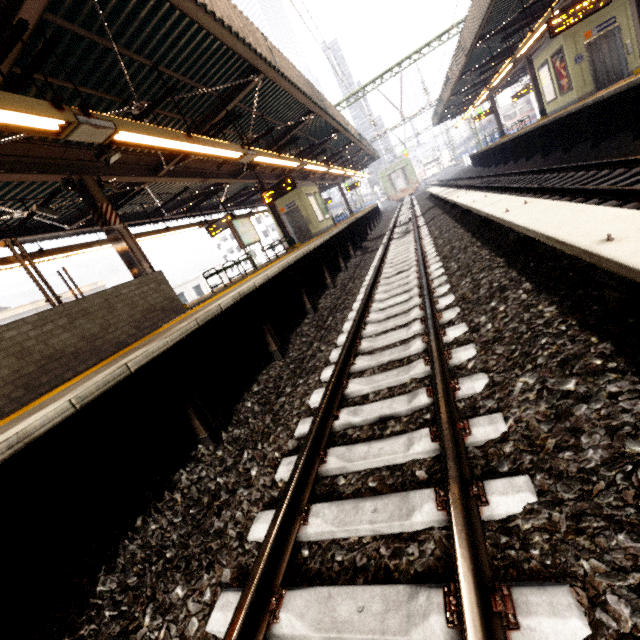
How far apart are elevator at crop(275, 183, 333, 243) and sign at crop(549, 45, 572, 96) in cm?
1257

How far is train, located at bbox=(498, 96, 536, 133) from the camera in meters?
37.5

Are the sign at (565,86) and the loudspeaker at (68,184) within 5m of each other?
no

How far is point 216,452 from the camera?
3.33m

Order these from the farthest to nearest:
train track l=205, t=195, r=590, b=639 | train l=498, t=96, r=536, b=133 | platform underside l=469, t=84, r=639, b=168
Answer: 1. train l=498, t=96, r=536, b=133
2. platform underside l=469, t=84, r=639, b=168
3. train track l=205, t=195, r=590, b=639

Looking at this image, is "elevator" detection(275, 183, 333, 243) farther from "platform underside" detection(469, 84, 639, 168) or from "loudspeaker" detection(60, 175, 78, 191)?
"loudspeaker" detection(60, 175, 78, 191)

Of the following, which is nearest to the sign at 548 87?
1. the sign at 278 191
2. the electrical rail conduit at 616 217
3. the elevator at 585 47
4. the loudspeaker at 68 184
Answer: the elevator at 585 47

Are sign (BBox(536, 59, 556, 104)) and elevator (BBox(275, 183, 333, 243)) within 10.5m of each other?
no
